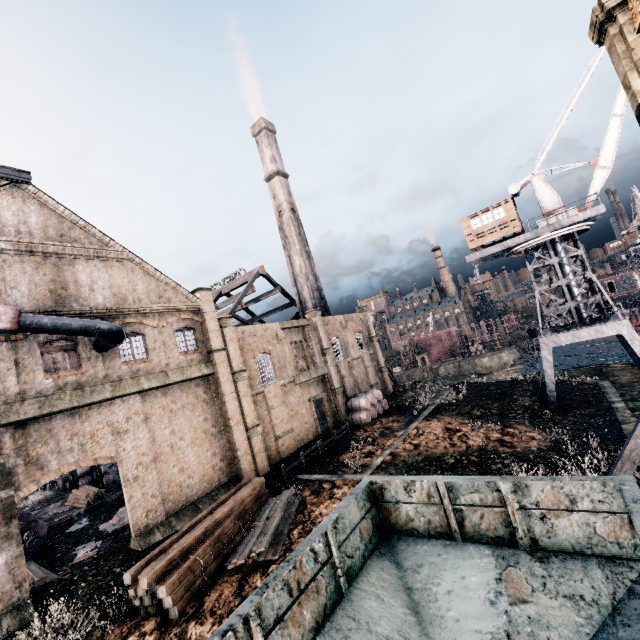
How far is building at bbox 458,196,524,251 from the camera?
29.00m

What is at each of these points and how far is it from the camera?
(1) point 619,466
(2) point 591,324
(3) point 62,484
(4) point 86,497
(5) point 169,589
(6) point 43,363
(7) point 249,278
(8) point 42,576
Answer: (1) wooden brace, 12.44m
(2) crane, 26.53m
(3) wooden barrel, 38.47m
(4) wood pile, 28.53m
(5) wood pile, 12.88m
(6) building, 16.97m
(7) wood roof frame, 45.44m
(8) wood pile, 16.16m

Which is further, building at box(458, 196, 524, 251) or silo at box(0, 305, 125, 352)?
building at box(458, 196, 524, 251)

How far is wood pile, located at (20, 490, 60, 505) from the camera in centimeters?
3541cm

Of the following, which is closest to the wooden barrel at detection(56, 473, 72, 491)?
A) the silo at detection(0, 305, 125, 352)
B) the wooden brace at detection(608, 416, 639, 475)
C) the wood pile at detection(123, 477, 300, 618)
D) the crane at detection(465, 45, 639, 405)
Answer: the wood pile at detection(123, 477, 300, 618)

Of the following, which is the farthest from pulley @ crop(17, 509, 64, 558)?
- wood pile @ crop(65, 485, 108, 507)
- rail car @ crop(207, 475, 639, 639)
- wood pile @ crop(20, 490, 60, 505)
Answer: rail car @ crop(207, 475, 639, 639)

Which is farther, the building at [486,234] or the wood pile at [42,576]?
the building at [486,234]

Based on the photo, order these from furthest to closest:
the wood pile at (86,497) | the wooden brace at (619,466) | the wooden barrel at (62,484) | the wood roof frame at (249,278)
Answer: the wood roof frame at (249,278), the wooden barrel at (62,484), the wood pile at (86,497), the wooden brace at (619,466)
